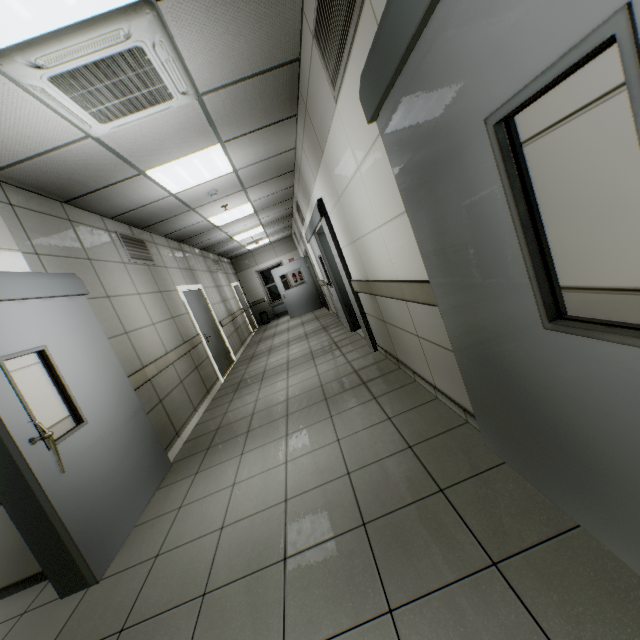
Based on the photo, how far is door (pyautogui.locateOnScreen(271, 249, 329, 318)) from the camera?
11.9 meters

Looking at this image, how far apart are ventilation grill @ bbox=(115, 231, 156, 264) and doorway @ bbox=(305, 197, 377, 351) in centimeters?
288cm

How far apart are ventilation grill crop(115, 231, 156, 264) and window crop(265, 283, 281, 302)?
9.2 meters

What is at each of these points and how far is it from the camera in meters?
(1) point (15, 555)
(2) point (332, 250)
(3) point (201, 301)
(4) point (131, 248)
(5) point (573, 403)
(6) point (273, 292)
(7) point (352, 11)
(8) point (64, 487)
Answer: (1) cabinet, 2.4
(2) doorway, 4.9
(3) door, 7.6
(4) ventilation grill, 5.1
(5) doorway, 1.2
(6) window, 15.1
(7) ventilation grill, 1.7
(8) doorway, 2.3

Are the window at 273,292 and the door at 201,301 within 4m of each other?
no

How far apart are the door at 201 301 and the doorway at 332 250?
2.8 meters

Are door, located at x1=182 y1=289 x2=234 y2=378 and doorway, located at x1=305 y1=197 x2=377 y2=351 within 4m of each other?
yes

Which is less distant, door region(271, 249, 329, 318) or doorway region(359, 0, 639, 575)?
doorway region(359, 0, 639, 575)
